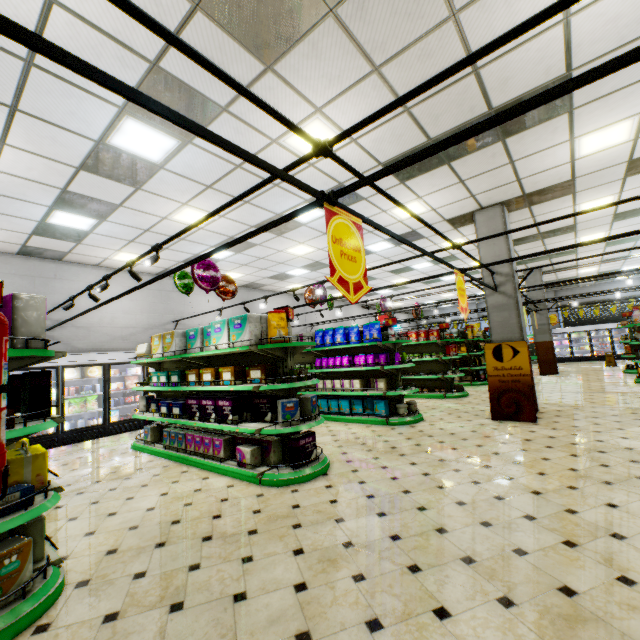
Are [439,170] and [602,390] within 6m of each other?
no

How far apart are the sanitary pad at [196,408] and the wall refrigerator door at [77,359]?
4.5m

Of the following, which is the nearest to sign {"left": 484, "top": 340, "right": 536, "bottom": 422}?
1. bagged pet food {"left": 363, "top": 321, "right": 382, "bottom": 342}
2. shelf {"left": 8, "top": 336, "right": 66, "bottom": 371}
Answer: bagged pet food {"left": 363, "top": 321, "right": 382, "bottom": 342}

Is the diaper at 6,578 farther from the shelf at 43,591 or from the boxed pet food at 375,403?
the boxed pet food at 375,403

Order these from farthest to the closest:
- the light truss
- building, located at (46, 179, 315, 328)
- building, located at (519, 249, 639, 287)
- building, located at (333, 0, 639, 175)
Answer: building, located at (519, 249, 639, 287), building, located at (46, 179, 315, 328), building, located at (333, 0, 639, 175), the light truss

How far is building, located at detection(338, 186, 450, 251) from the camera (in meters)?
6.87

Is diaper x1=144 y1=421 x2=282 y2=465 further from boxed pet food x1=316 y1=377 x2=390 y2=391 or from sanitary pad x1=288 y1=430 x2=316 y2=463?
boxed pet food x1=316 y1=377 x2=390 y2=391

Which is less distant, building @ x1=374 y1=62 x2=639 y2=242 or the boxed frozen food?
building @ x1=374 y1=62 x2=639 y2=242
